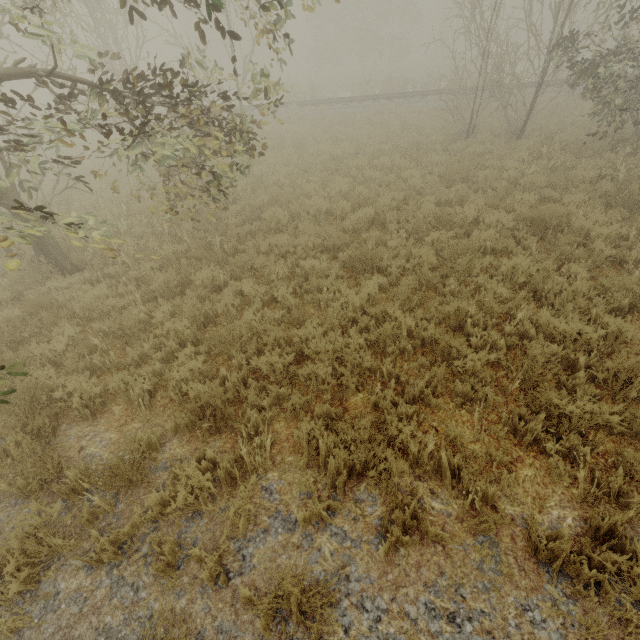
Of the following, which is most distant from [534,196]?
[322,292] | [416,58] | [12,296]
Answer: [416,58]
